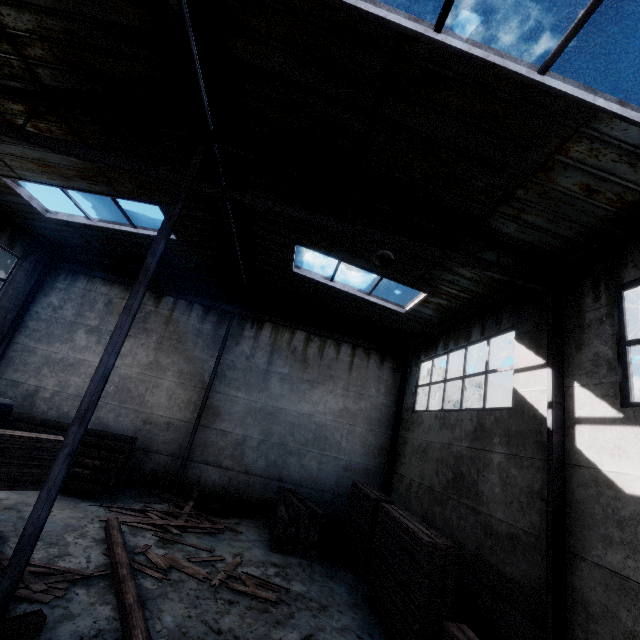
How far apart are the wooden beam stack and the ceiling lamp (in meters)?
7.34

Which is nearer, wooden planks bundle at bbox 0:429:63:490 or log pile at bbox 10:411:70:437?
wooden planks bundle at bbox 0:429:63:490

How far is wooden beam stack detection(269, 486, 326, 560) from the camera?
8.9 meters

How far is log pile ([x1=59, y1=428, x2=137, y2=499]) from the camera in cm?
936

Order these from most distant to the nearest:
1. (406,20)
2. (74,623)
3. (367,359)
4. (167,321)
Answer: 1. (367,359)
2. (167,321)
3. (74,623)
4. (406,20)

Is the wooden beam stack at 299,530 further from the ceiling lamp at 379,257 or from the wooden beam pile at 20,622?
the ceiling lamp at 379,257

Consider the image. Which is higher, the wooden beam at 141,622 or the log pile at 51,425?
the log pile at 51,425
